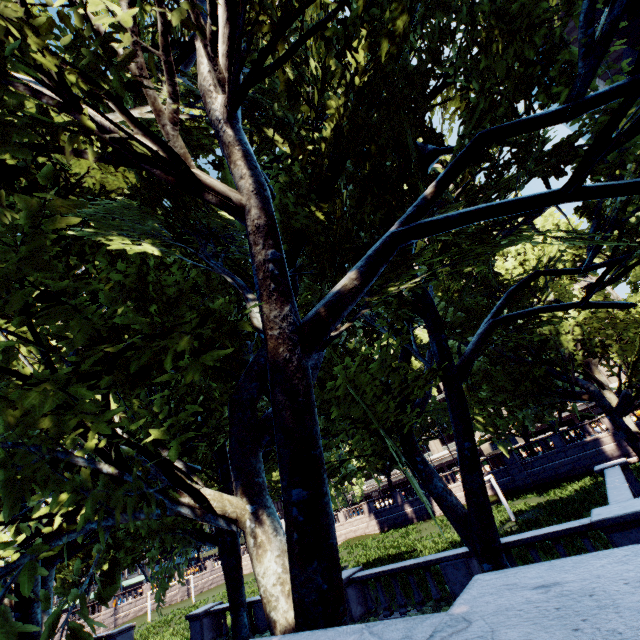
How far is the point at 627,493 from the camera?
10.0 meters
